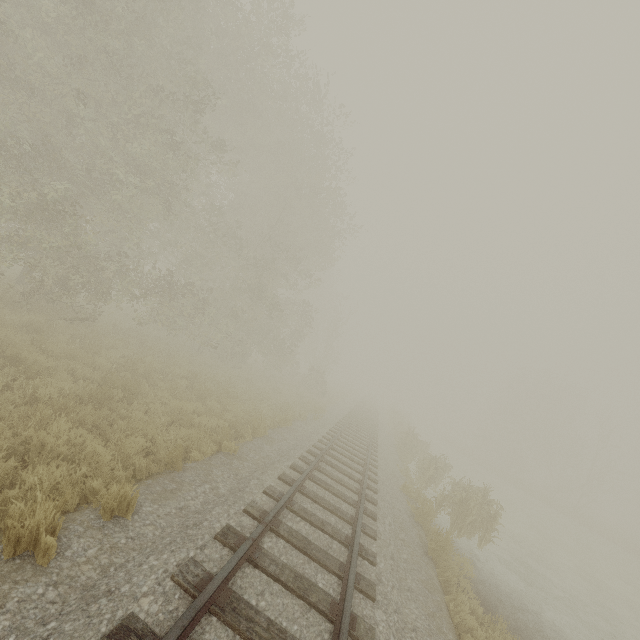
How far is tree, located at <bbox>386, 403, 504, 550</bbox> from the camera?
11.8 meters

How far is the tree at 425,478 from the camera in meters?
11.8 m

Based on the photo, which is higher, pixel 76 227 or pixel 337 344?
pixel 337 344
